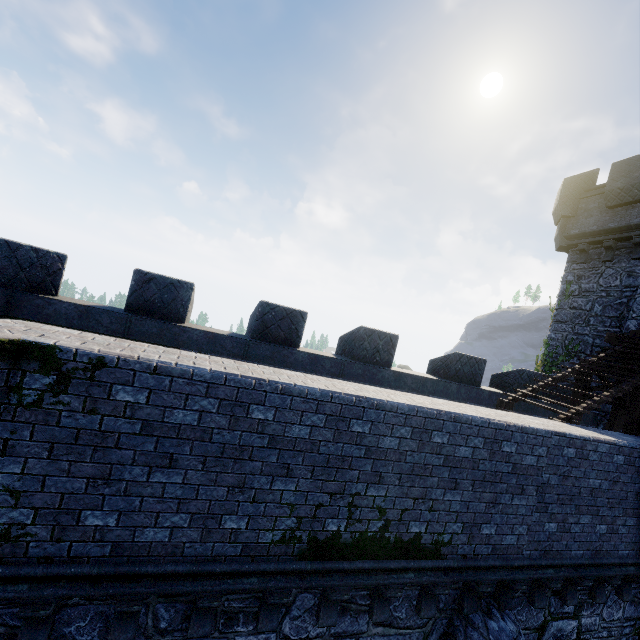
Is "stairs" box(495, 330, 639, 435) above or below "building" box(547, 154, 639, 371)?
below

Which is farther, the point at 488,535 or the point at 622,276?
the point at 622,276

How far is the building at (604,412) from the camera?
12.2 meters

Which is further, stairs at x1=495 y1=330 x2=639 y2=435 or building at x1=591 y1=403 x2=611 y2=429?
building at x1=591 y1=403 x2=611 y2=429

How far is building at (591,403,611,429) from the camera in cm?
1218

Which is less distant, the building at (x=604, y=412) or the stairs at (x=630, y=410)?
the stairs at (x=630, y=410)
